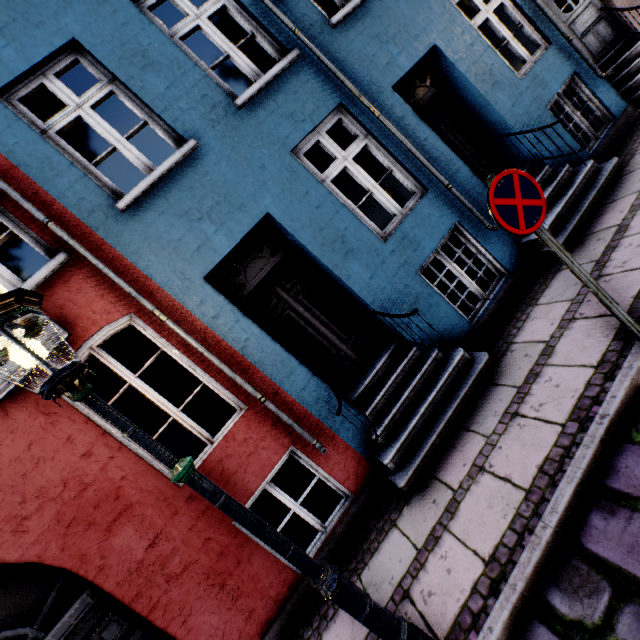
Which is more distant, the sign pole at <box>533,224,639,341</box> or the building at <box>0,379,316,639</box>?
the building at <box>0,379,316,639</box>

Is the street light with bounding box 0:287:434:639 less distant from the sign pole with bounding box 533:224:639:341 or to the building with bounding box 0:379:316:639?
the building with bounding box 0:379:316:639

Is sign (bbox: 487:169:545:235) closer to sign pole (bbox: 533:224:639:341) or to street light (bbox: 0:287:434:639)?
sign pole (bbox: 533:224:639:341)

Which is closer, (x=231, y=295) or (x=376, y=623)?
(x=376, y=623)

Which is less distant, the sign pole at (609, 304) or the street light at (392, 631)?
the street light at (392, 631)

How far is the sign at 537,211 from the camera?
2.5m

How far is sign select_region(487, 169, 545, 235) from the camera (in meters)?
2.52
